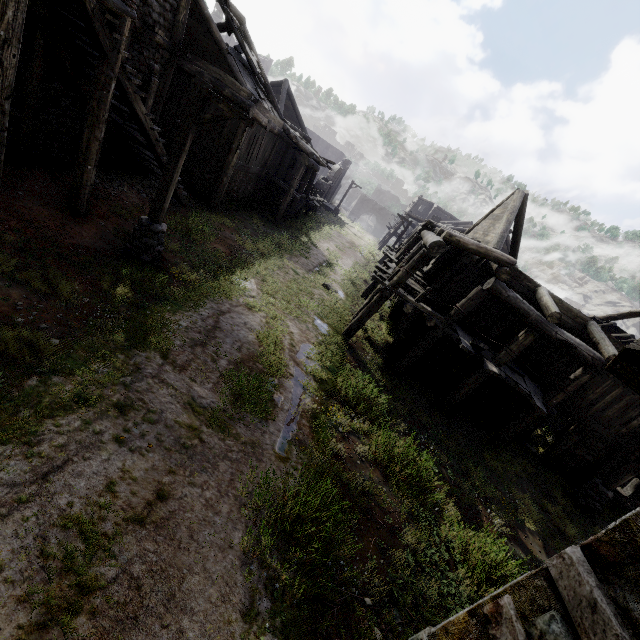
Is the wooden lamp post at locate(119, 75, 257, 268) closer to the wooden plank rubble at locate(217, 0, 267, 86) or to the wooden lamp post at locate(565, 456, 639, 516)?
the wooden plank rubble at locate(217, 0, 267, 86)

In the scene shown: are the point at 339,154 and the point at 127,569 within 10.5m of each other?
no

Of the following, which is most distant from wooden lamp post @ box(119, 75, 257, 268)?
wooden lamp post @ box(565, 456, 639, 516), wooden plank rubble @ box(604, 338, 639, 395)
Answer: wooden lamp post @ box(565, 456, 639, 516)

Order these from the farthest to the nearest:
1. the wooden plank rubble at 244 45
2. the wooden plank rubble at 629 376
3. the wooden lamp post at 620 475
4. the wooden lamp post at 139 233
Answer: the wooden plank rubble at 244 45, the wooden lamp post at 620 475, the wooden lamp post at 139 233, the wooden plank rubble at 629 376

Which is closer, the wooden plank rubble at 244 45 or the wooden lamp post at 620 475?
the wooden lamp post at 620 475

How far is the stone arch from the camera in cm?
5889

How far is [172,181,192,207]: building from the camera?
12.87m

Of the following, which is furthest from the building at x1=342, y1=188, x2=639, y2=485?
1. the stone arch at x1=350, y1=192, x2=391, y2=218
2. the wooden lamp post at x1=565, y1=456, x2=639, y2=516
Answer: the wooden lamp post at x1=565, y1=456, x2=639, y2=516
